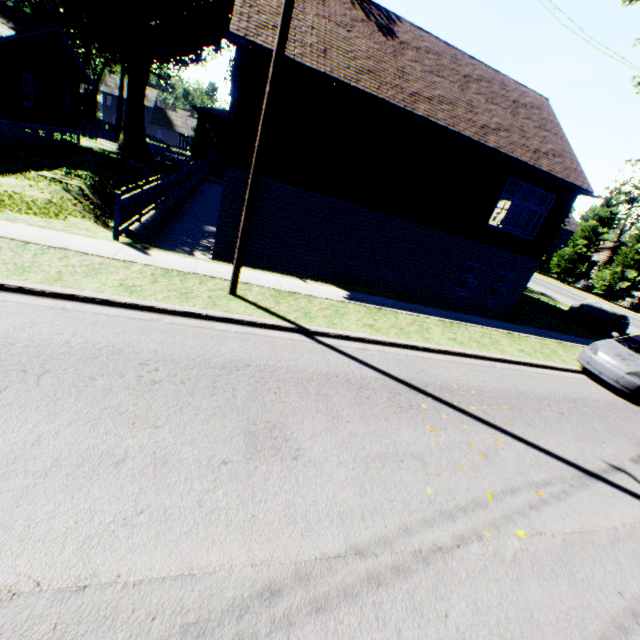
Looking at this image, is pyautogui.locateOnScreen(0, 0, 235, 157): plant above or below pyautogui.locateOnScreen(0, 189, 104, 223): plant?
above

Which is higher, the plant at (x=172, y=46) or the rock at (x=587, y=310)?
the plant at (x=172, y=46)

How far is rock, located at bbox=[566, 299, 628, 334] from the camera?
18.84m

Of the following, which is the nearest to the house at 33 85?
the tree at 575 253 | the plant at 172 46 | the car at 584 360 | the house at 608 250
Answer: the plant at 172 46

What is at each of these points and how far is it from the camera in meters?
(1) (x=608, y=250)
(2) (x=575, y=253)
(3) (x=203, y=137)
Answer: (1) house, 40.2 m
(2) tree, 39.5 m
(3) plant, 42.9 m

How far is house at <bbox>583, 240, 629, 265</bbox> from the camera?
39.1m

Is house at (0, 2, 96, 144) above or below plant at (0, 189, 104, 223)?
above

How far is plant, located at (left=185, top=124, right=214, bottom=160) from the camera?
42.1m
